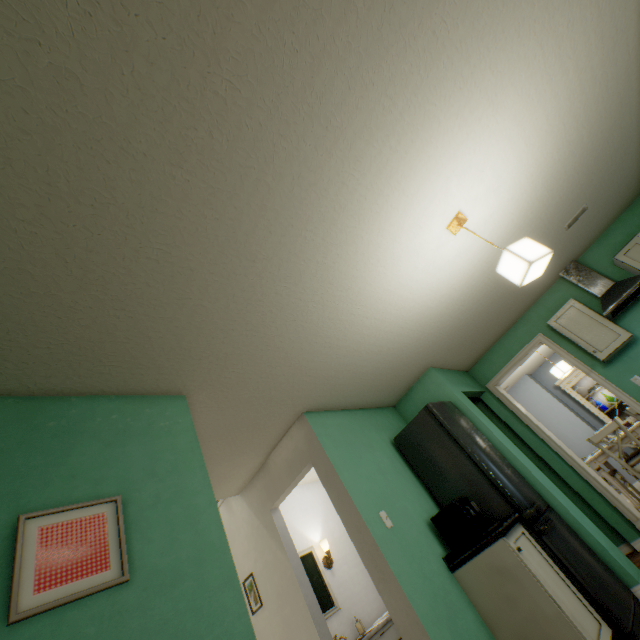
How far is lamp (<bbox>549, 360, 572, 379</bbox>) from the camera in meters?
5.4 m

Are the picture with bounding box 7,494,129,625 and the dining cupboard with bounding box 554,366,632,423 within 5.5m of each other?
no

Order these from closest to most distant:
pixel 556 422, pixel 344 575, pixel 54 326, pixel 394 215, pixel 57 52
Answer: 1. pixel 57 52
2. pixel 54 326
3. pixel 394 215
4. pixel 344 575
5. pixel 556 422

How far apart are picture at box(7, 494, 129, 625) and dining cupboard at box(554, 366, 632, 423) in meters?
7.9

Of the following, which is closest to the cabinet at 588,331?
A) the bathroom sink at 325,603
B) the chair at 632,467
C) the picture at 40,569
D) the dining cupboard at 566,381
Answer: the chair at 632,467

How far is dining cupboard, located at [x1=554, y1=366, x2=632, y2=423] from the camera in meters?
6.2 m

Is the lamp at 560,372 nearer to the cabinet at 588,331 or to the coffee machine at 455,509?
the cabinet at 588,331

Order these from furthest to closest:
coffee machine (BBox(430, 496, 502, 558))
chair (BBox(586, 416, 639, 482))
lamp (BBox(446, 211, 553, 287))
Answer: chair (BBox(586, 416, 639, 482)) → coffee machine (BBox(430, 496, 502, 558)) → lamp (BBox(446, 211, 553, 287))
